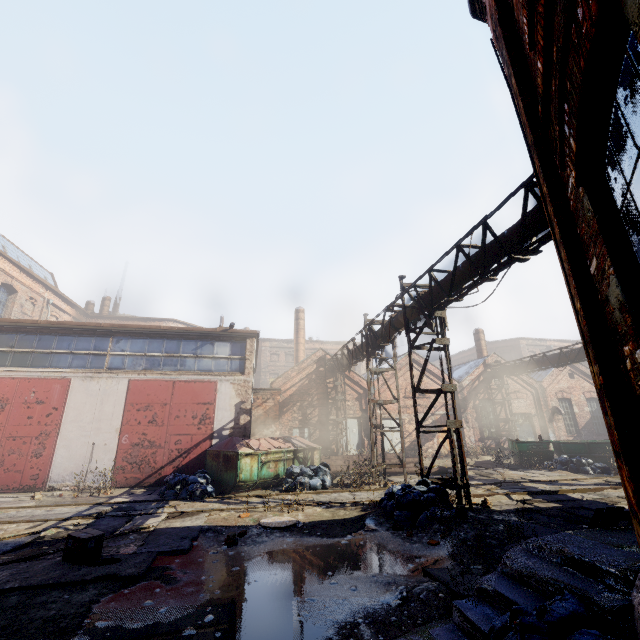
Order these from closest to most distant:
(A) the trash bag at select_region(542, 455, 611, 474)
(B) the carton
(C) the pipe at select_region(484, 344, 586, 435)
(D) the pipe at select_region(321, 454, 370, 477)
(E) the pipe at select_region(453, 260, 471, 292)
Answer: (B) the carton → (E) the pipe at select_region(453, 260, 471, 292) → (A) the trash bag at select_region(542, 455, 611, 474) → (D) the pipe at select_region(321, 454, 370, 477) → (C) the pipe at select_region(484, 344, 586, 435)

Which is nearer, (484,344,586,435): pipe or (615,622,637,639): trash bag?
(615,622,637,639): trash bag

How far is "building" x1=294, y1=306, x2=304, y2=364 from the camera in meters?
28.8 m

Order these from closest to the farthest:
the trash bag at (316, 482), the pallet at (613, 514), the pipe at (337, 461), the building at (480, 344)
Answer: the pallet at (613, 514), the trash bag at (316, 482), the pipe at (337, 461), the building at (480, 344)

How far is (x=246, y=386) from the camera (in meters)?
15.09

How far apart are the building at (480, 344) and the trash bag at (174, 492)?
23.66m

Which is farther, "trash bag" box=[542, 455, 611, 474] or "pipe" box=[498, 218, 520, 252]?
"trash bag" box=[542, 455, 611, 474]

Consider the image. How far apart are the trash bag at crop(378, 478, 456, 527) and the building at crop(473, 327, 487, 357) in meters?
21.4 m
